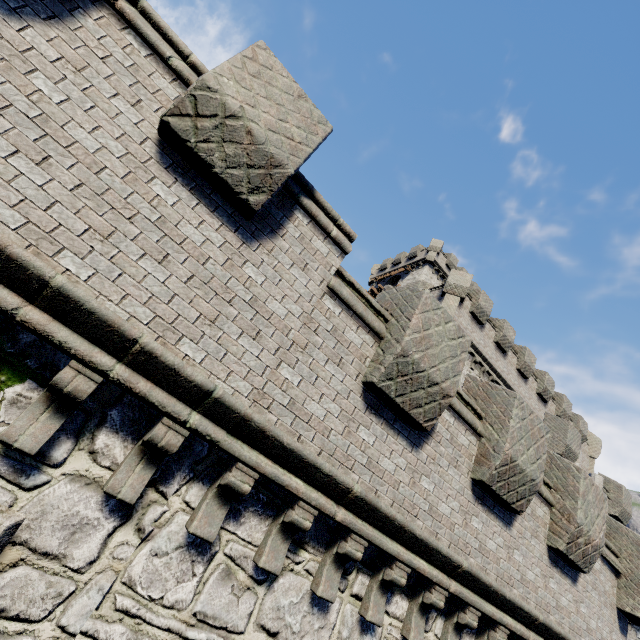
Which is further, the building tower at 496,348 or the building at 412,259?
the building at 412,259

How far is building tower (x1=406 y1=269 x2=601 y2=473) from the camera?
19.6m

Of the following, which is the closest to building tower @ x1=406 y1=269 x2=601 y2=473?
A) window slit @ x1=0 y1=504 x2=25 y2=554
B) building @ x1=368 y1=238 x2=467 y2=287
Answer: building @ x1=368 y1=238 x2=467 y2=287

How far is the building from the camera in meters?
36.9 m

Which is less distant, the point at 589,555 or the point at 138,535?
the point at 138,535

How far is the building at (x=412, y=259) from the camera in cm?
3688

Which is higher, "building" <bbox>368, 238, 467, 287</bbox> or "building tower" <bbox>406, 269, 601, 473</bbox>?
"building" <bbox>368, 238, 467, 287</bbox>
